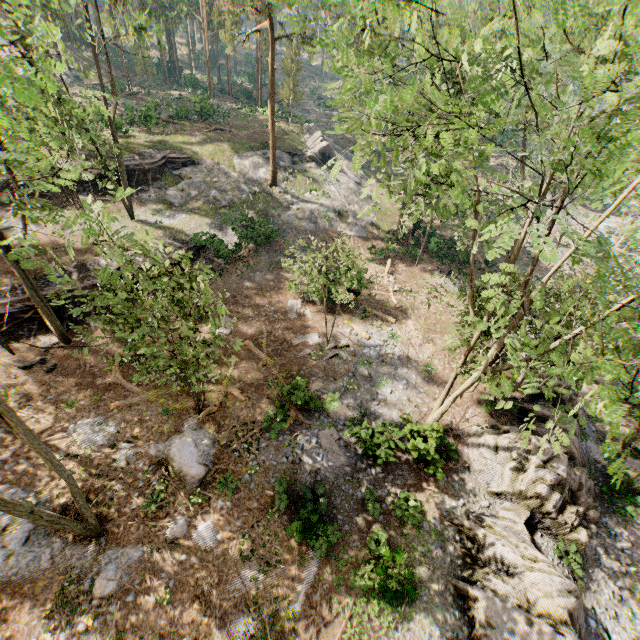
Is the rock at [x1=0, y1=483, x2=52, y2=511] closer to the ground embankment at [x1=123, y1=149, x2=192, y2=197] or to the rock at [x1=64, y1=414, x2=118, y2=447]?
the rock at [x1=64, y1=414, x2=118, y2=447]

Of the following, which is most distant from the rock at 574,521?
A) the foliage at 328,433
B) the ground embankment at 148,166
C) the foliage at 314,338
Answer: the ground embankment at 148,166

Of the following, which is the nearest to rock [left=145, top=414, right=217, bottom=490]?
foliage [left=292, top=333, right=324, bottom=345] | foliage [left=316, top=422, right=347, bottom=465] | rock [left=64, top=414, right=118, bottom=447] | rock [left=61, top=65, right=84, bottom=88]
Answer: rock [left=64, top=414, right=118, bottom=447]

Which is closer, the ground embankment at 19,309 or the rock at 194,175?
the ground embankment at 19,309

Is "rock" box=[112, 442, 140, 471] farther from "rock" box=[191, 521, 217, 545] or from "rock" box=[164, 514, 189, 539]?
"rock" box=[191, 521, 217, 545]

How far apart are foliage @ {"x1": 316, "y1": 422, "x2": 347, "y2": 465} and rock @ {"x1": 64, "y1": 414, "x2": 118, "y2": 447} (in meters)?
9.27

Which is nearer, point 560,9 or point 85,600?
point 560,9

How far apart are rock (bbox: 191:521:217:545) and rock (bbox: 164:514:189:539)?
0.2 meters
